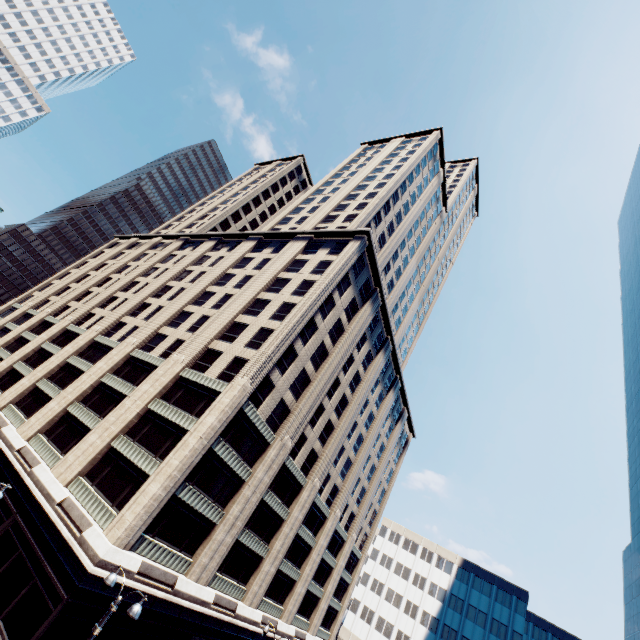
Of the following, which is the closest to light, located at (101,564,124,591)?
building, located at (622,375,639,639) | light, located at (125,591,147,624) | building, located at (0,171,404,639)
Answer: light, located at (125,591,147,624)

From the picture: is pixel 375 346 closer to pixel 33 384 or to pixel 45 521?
pixel 45 521

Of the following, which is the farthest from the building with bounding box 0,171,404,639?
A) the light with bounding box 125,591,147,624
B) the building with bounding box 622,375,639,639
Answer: the building with bounding box 622,375,639,639

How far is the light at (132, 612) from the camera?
11.0m

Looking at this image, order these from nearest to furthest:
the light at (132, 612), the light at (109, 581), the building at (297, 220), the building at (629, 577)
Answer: the light at (132, 612), the light at (109, 581), the building at (297, 220), the building at (629, 577)

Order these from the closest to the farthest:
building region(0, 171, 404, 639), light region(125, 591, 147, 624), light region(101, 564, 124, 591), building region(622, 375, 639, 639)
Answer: light region(125, 591, 147, 624), light region(101, 564, 124, 591), building region(0, 171, 404, 639), building region(622, 375, 639, 639)

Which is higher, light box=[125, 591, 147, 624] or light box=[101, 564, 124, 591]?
light box=[101, 564, 124, 591]
